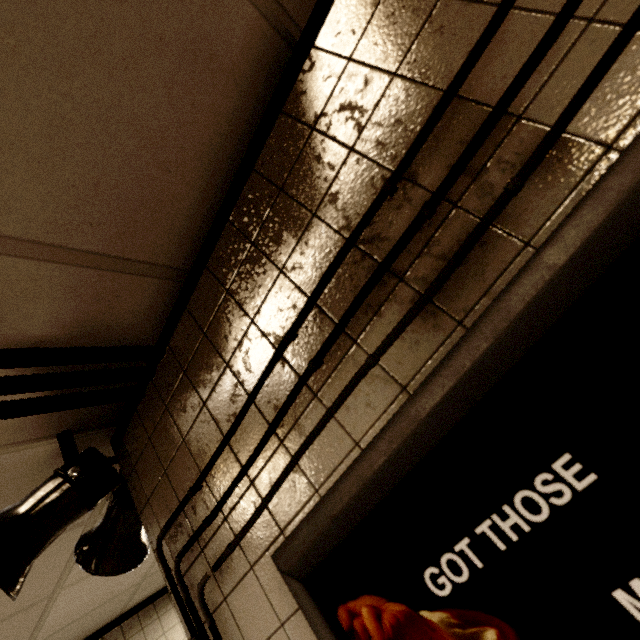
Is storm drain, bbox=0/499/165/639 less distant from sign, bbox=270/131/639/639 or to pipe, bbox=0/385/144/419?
pipe, bbox=0/385/144/419

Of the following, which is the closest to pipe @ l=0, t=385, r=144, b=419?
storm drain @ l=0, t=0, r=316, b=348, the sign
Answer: storm drain @ l=0, t=0, r=316, b=348

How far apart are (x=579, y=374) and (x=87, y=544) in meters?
1.8 m

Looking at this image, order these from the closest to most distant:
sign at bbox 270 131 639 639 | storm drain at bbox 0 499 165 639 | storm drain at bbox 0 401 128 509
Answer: sign at bbox 270 131 639 639 < storm drain at bbox 0 401 128 509 < storm drain at bbox 0 499 165 639

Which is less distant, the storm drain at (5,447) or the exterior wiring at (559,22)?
the exterior wiring at (559,22)

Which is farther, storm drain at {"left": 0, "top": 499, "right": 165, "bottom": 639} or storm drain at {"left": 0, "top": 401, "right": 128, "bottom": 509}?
storm drain at {"left": 0, "top": 499, "right": 165, "bottom": 639}

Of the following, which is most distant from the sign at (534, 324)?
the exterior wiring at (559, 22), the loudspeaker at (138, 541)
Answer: the loudspeaker at (138, 541)
